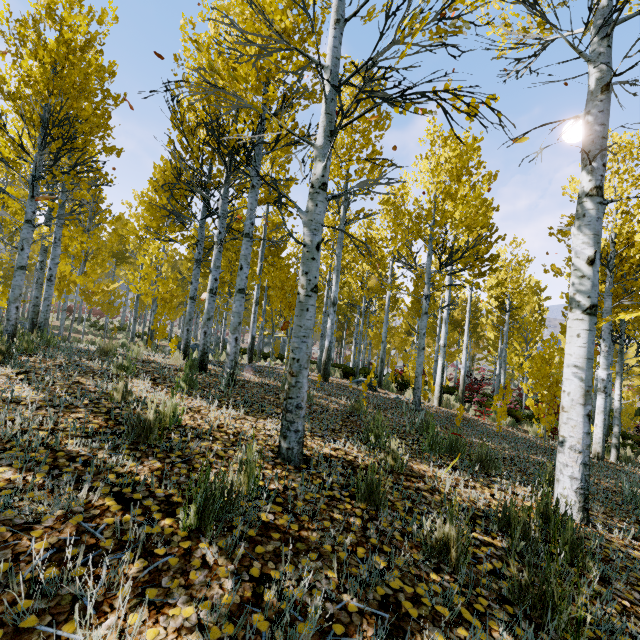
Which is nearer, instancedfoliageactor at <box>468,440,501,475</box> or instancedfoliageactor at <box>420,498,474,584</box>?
instancedfoliageactor at <box>420,498,474,584</box>

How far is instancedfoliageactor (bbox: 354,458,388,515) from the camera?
2.5 meters

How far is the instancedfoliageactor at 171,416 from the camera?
2.65m

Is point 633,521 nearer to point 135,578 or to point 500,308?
point 135,578

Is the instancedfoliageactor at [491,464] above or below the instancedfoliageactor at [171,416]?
below
